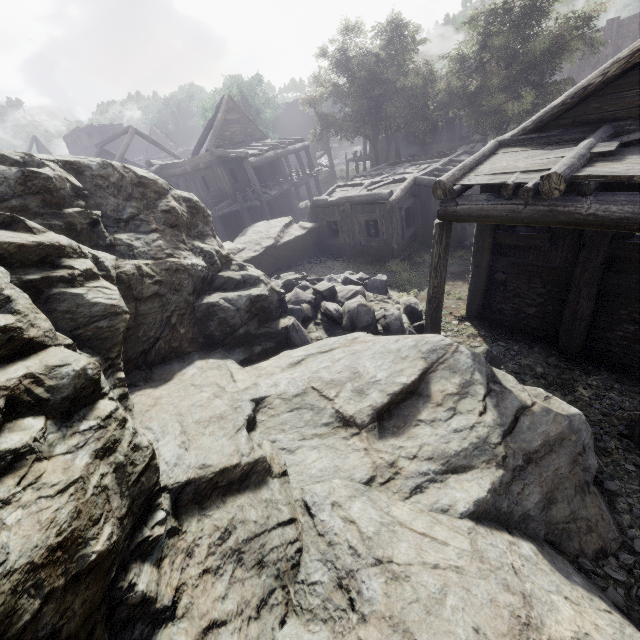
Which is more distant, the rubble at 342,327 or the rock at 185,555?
the rubble at 342,327

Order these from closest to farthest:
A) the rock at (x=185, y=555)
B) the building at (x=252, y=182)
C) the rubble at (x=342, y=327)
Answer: the rock at (x=185, y=555), the building at (x=252, y=182), the rubble at (x=342, y=327)

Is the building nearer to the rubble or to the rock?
the rock

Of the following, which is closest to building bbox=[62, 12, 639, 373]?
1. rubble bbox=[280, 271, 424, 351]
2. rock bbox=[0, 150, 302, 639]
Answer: rock bbox=[0, 150, 302, 639]

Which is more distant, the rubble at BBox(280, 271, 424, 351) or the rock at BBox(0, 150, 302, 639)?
the rubble at BBox(280, 271, 424, 351)

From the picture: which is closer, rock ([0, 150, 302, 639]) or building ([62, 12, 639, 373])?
rock ([0, 150, 302, 639])

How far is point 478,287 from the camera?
9.48m
